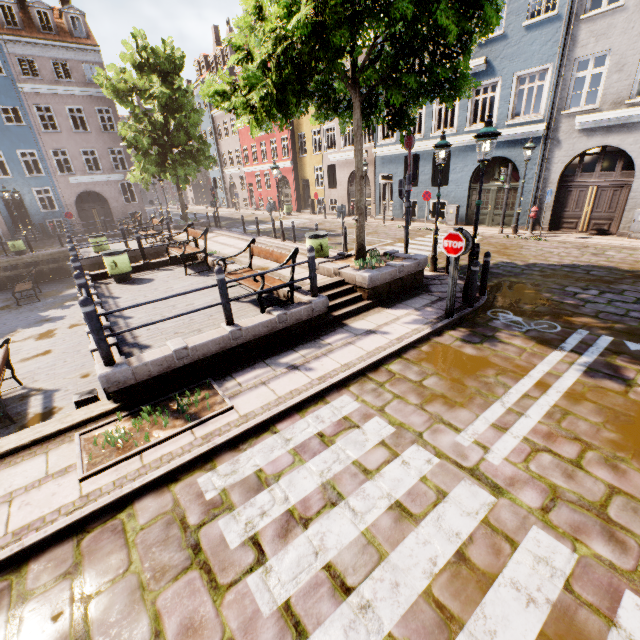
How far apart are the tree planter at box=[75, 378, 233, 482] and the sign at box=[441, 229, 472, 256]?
5.1m

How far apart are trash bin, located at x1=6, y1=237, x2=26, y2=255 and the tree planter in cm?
2181

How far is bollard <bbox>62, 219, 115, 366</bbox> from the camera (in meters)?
4.58

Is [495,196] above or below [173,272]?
above

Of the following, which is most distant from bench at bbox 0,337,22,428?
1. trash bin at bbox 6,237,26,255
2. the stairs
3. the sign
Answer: trash bin at bbox 6,237,26,255

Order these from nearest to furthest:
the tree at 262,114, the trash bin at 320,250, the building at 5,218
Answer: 1. the tree at 262,114
2. the trash bin at 320,250
3. the building at 5,218

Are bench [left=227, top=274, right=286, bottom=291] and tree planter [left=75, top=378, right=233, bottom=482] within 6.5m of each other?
yes

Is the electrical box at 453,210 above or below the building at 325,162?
below
